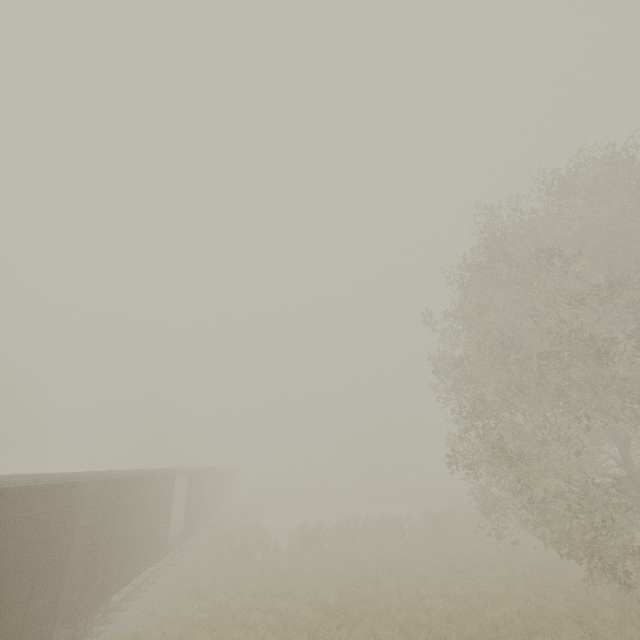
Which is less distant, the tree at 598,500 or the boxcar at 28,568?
the boxcar at 28,568

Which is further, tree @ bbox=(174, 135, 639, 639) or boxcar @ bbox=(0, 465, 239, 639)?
tree @ bbox=(174, 135, 639, 639)

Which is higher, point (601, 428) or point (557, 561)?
point (601, 428)
